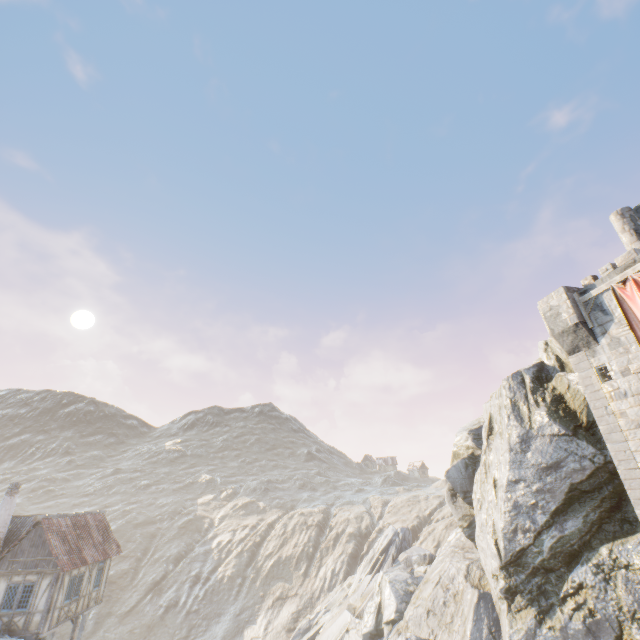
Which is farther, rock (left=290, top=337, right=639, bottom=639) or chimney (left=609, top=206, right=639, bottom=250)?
chimney (left=609, top=206, right=639, bottom=250)

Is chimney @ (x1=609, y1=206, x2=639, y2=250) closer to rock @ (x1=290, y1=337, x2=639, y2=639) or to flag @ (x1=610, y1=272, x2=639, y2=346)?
rock @ (x1=290, y1=337, x2=639, y2=639)

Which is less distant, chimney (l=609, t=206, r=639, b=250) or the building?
chimney (l=609, t=206, r=639, b=250)

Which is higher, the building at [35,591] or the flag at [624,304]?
the flag at [624,304]

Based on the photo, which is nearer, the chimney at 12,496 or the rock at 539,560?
the rock at 539,560

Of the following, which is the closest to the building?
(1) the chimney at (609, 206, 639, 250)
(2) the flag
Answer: (2) the flag

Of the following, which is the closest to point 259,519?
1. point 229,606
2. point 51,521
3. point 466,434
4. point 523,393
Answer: point 229,606

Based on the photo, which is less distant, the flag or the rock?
the flag
